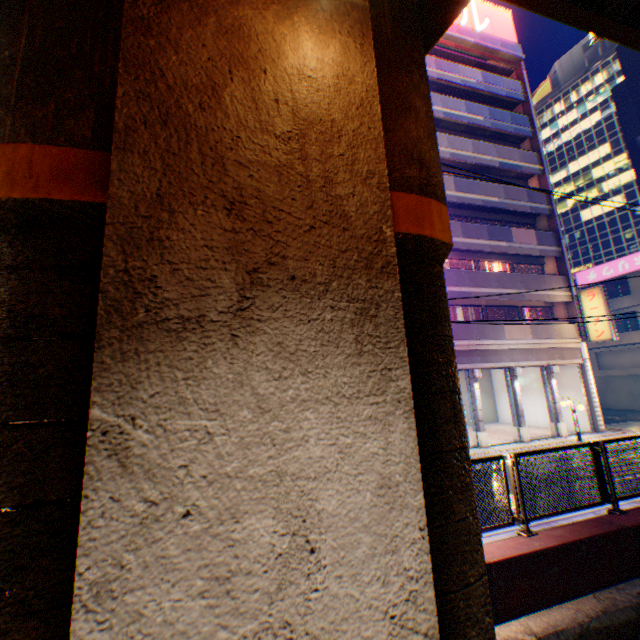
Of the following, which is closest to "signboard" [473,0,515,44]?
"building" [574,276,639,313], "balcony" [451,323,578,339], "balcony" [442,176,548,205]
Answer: "balcony" [442,176,548,205]

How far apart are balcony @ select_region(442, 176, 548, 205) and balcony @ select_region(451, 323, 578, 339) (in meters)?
8.22

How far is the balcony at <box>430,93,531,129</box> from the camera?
21.59m

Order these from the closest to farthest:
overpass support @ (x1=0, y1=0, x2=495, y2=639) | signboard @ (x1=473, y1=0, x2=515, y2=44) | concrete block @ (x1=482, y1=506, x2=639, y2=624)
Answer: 1. overpass support @ (x1=0, y1=0, x2=495, y2=639)
2. concrete block @ (x1=482, y1=506, x2=639, y2=624)
3. signboard @ (x1=473, y1=0, x2=515, y2=44)

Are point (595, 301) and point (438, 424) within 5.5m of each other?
no

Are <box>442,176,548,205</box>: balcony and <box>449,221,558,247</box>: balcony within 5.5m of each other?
yes

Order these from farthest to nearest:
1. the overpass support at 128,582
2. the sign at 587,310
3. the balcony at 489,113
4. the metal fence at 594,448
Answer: the balcony at 489,113 → the sign at 587,310 → the metal fence at 594,448 → the overpass support at 128,582

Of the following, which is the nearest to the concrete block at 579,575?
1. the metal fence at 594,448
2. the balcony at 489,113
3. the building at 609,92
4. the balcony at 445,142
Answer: the metal fence at 594,448
